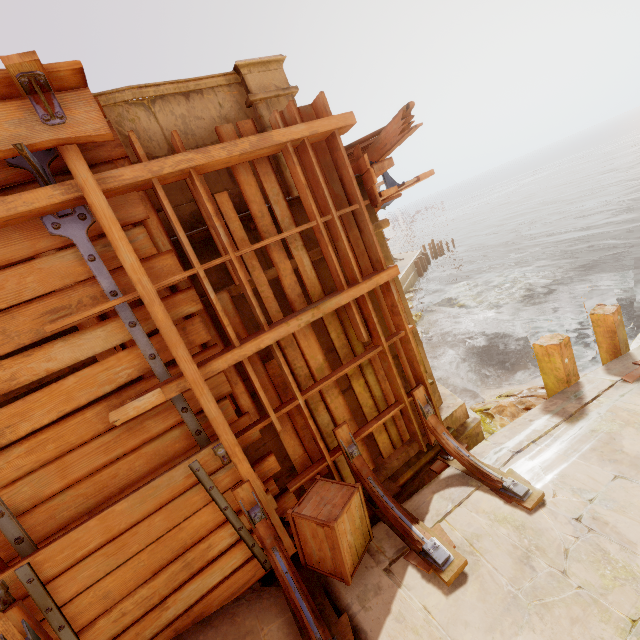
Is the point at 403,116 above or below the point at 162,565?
above

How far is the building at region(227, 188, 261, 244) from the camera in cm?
360

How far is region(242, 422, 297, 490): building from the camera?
3.7m

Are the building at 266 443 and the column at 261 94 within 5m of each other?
yes

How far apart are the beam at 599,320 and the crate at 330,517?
5.99m

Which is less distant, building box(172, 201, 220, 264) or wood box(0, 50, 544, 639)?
wood box(0, 50, 544, 639)

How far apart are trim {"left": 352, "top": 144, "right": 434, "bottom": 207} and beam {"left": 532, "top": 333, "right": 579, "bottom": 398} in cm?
353

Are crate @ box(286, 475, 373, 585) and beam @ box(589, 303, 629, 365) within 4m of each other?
no
